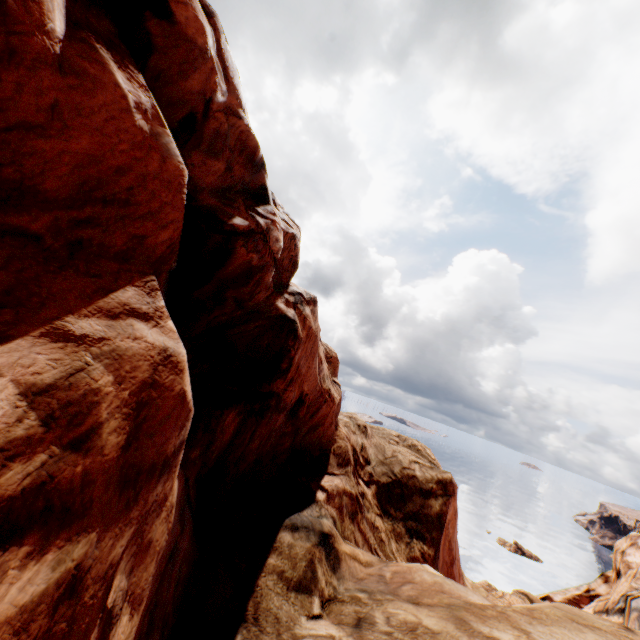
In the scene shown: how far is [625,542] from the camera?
29.48m
